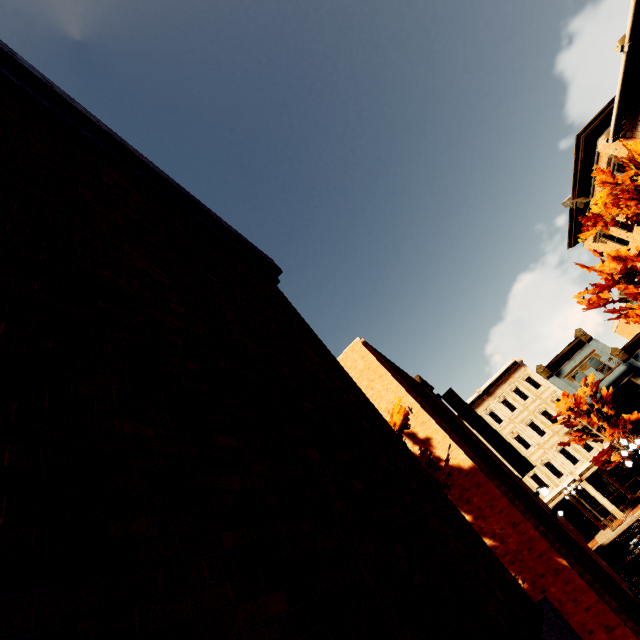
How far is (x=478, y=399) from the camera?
33.6 meters

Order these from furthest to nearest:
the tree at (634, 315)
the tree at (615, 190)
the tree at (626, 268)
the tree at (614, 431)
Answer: the tree at (614, 431) → the tree at (626, 268) → the tree at (634, 315) → the tree at (615, 190)

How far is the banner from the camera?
14.9m

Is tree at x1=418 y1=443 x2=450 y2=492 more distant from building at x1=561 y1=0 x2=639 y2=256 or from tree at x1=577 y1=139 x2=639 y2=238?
building at x1=561 y1=0 x2=639 y2=256

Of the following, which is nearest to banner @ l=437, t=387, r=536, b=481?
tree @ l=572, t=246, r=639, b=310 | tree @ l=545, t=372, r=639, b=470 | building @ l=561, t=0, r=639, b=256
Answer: tree @ l=572, t=246, r=639, b=310

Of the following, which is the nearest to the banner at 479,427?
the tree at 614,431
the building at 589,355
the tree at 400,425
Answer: the tree at 400,425

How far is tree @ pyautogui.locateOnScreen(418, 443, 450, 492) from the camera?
6.7 meters
